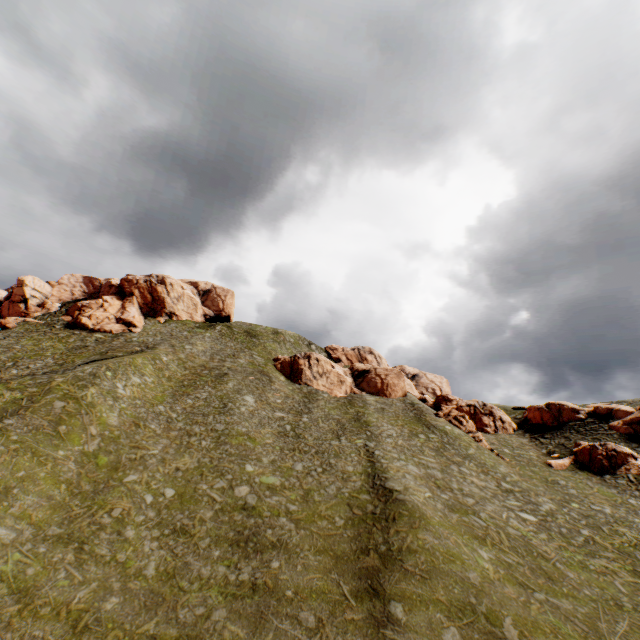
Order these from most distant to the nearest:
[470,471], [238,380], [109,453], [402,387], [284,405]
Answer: [402,387] → [238,380] → [284,405] → [470,471] → [109,453]

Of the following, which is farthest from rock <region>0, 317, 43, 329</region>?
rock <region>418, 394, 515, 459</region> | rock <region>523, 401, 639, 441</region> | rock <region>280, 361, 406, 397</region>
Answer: rock <region>418, 394, 515, 459</region>

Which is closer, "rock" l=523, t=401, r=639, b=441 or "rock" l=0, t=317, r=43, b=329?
"rock" l=523, t=401, r=639, b=441

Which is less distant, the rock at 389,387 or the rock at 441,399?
the rock at 441,399

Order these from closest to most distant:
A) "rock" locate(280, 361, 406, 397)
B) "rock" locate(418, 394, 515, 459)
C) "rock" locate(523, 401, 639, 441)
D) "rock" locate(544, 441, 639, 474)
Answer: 1. "rock" locate(544, 441, 639, 474)
2. "rock" locate(523, 401, 639, 441)
3. "rock" locate(418, 394, 515, 459)
4. "rock" locate(280, 361, 406, 397)

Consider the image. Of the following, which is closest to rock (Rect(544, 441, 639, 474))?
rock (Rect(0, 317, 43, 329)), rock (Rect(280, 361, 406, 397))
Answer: rock (Rect(280, 361, 406, 397))

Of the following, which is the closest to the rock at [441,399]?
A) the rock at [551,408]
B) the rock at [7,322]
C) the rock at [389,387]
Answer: the rock at [551,408]

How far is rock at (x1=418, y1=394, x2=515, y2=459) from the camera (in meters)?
45.50
